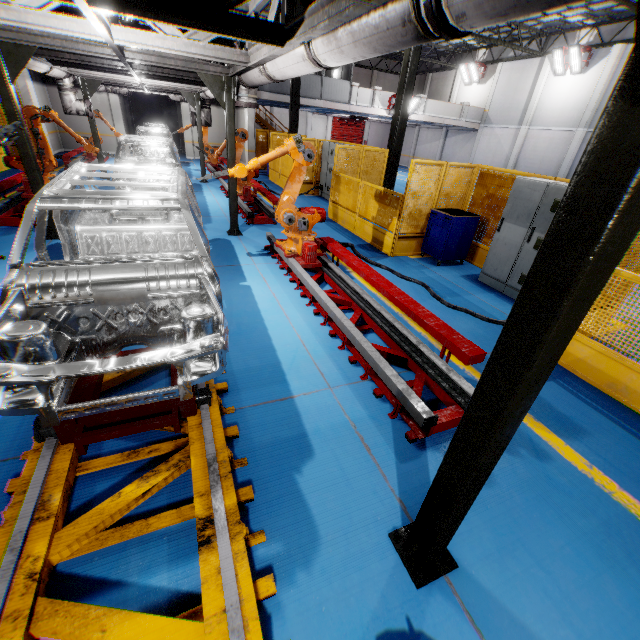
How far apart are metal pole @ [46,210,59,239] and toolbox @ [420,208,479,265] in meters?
8.3 m

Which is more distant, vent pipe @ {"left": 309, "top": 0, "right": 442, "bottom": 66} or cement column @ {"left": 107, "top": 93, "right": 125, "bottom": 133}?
cement column @ {"left": 107, "top": 93, "right": 125, "bottom": 133}

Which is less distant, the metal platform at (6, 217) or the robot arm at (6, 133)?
the robot arm at (6, 133)

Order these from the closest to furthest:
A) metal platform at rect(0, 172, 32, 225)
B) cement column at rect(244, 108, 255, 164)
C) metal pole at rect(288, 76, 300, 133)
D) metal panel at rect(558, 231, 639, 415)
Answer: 1. metal panel at rect(558, 231, 639, 415)
2. metal platform at rect(0, 172, 32, 225)
3. metal pole at rect(288, 76, 300, 133)
4. cement column at rect(244, 108, 255, 164)

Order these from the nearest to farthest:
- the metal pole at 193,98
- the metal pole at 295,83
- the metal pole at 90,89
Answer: the metal pole at 90,89 < the metal pole at 193,98 < the metal pole at 295,83

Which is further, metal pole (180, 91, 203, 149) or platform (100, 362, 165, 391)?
metal pole (180, 91, 203, 149)

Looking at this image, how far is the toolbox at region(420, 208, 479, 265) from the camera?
7.4 meters

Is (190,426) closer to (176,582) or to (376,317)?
(176,582)
